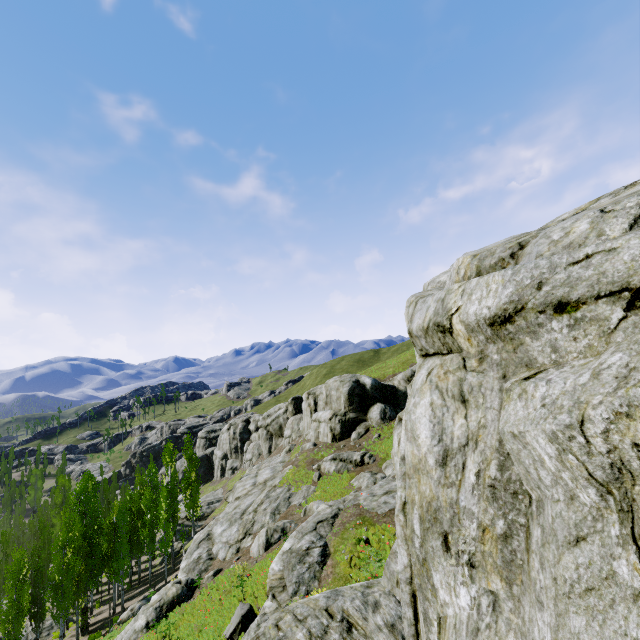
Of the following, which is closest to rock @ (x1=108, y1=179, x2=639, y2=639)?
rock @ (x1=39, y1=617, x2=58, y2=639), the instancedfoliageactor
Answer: the instancedfoliageactor

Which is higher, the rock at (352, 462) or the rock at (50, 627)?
the rock at (352, 462)

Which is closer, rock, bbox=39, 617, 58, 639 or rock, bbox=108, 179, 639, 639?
rock, bbox=108, 179, 639, 639

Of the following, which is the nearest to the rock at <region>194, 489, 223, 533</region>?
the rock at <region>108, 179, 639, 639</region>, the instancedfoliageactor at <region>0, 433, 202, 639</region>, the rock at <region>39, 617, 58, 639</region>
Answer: the instancedfoliageactor at <region>0, 433, 202, 639</region>

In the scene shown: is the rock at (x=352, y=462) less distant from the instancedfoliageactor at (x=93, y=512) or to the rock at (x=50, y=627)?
the instancedfoliageactor at (x=93, y=512)

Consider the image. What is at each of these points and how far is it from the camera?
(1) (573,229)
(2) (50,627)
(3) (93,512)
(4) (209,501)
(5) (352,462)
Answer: (1) rock, 3.53m
(2) rock, 33.53m
(3) instancedfoliageactor, 32.28m
(4) rock, 53.09m
(5) rock, 27.56m

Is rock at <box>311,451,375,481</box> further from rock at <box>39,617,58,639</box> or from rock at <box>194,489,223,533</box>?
rock at <box>39,617,58,639</box>

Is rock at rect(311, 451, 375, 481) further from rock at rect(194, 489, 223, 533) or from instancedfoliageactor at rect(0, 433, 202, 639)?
rock at rect(194, 489, 223, 533)
